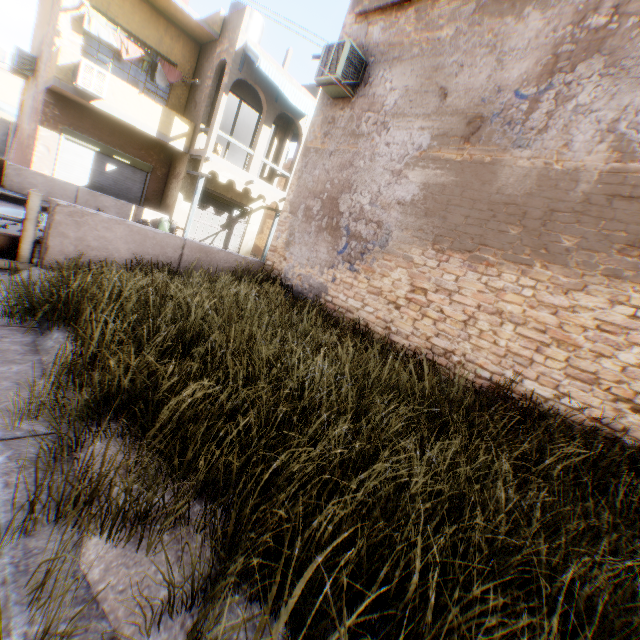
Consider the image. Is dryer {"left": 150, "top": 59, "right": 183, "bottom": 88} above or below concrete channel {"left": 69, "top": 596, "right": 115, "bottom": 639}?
above

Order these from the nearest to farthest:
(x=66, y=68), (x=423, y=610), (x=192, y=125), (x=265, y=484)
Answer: (x=423, y=610) < (x=265, y=484) < (x=66, y=68) < (x=192, y=125)

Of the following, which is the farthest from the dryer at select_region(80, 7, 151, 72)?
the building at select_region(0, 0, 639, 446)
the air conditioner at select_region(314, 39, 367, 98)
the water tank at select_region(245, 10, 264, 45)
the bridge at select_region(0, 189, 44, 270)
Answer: the bridge at select_region(0, 189, 44, 270)

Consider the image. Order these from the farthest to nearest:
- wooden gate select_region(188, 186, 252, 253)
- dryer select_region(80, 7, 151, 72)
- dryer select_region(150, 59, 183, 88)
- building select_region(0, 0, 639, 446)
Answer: wooden gate select_region(188, 186, 252, 253) → dryer select_region(150, 59, 183, 88) → dryer select_region(80, 7, 151, 72) → building select_region(0, 0, 639, 446)

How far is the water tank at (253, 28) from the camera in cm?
1421

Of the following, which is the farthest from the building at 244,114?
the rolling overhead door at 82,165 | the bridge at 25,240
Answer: the bridge at 25,240

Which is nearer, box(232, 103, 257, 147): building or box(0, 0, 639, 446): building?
box(0, 0, 639, 446): building

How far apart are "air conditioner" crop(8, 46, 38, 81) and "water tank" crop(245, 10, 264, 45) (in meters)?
8.86
